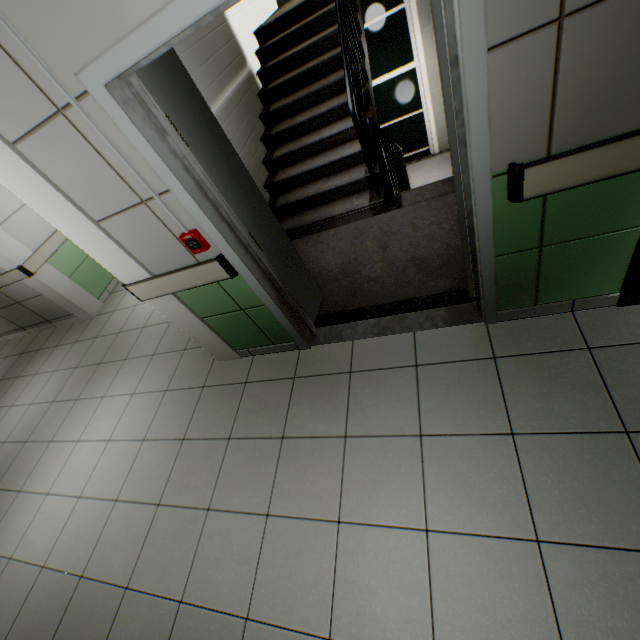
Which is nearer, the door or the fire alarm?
the door

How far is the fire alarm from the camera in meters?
1.9

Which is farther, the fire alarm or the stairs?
the stairs

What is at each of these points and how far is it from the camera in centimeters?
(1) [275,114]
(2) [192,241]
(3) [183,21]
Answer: (1) stairs, 432cm
(2) fire alarm, 198cm
(3) door, 117cm

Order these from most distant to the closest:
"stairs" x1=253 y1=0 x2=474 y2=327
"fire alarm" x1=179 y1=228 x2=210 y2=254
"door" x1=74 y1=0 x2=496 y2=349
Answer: "stairs" x1=253 y1=0 x2=474 y2=327 → "fire alarm" x1=179 y1=228 x2=210 y2=254 → "door" x1=74 y1=0 x2=496 y2=349

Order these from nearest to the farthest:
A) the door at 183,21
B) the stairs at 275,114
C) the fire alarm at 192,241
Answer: the door at 183,21 → the fire alarm at 192,241 → the stairs at 275,114

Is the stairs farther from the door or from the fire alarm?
the fire alarm

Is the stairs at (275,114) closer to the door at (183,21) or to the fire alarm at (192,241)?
the door at (183,21)
